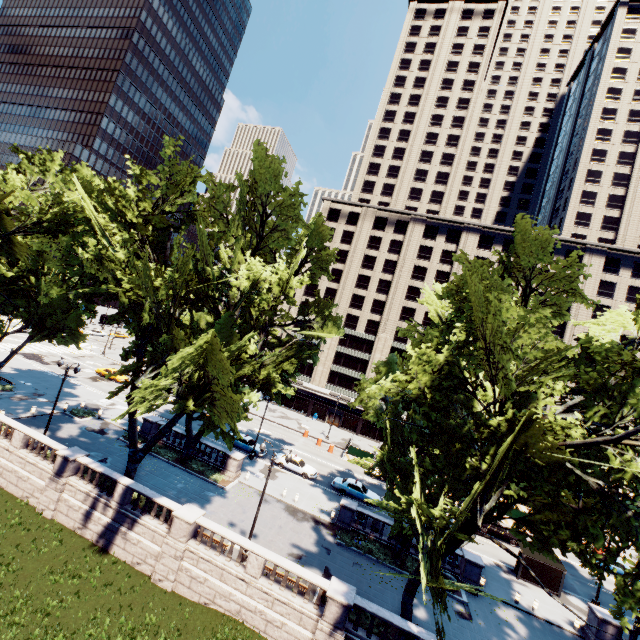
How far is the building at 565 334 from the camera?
53.5 meters

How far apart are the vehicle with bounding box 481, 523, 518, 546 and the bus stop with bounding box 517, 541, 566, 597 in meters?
5.4 m

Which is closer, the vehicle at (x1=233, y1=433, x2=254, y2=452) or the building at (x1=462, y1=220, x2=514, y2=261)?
the vehicle at (x1=233, y1=433, x2=254, y2=452)

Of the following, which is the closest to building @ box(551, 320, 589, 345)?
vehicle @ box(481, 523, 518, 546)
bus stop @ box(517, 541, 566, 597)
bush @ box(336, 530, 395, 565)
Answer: vehicle @ box(481, 523, 518, 546)

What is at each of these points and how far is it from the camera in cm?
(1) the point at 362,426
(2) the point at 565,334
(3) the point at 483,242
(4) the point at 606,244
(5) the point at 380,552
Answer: (1) building, 5975
(2) building, 5400
(3) building, 5981
(4) building, 5391
(5) bush, 2475

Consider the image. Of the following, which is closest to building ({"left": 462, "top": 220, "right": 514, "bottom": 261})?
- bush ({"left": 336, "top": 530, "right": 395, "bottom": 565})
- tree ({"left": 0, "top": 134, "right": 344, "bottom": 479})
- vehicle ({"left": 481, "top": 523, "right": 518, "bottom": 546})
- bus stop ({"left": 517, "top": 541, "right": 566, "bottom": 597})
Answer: tree ({"left": 0, "top": 134, "right": 344, "bottom": 479})

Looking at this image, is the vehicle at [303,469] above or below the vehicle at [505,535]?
above
